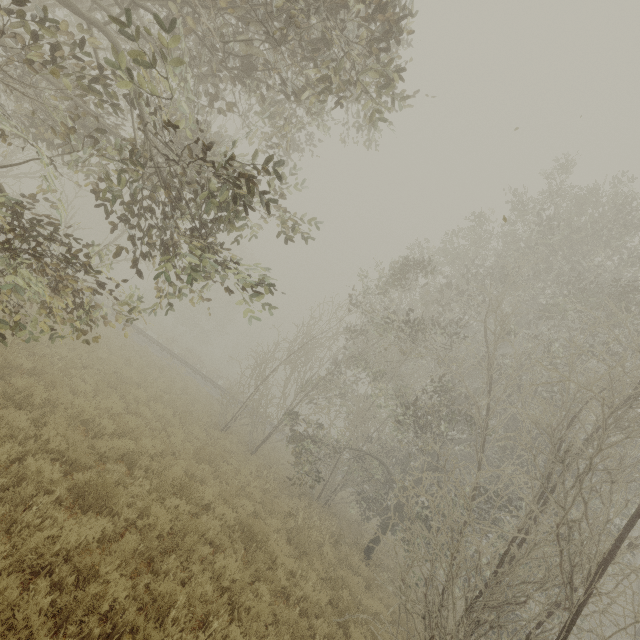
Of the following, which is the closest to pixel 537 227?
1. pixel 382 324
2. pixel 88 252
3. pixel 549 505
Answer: pixel 382 324
